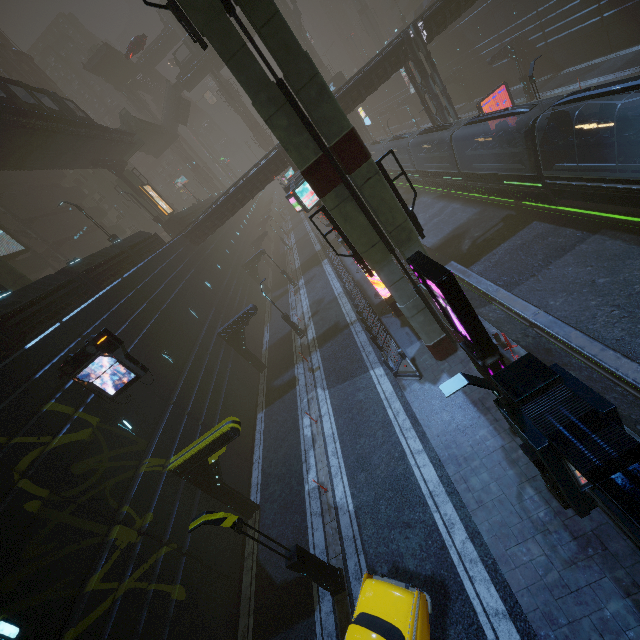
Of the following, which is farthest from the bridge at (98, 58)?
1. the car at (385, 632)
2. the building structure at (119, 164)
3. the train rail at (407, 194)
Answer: the car at (385, 632)

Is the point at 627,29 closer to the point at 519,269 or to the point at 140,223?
the point at 519,269

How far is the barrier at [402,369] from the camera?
15.1 meters

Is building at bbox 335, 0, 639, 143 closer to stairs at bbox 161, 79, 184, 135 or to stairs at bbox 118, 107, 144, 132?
stairs at bbox 118, 107, 144, 132

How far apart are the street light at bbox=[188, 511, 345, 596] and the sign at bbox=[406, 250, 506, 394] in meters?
8.1 m

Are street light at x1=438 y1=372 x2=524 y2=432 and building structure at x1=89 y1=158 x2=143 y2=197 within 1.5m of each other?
no

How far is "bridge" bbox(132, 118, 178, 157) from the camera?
46.92m

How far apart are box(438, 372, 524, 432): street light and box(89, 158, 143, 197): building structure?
41.46m
